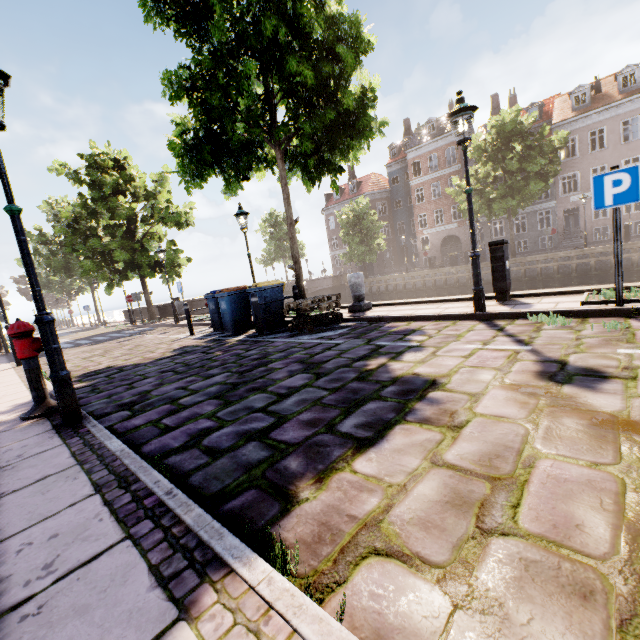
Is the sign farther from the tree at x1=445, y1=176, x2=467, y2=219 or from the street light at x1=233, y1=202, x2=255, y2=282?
the tree at x1=445, y1=176, x2=467, y2=219

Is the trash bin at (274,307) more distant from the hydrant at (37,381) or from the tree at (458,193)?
the hydrant at (37,381)

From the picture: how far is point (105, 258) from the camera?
17.3 meters

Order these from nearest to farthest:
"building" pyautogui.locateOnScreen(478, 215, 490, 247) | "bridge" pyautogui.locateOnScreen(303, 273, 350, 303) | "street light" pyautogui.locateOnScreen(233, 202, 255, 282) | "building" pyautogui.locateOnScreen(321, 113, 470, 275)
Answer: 1. "street light" pyautogui.locateOnScreen(233, 202, 255, 282)
2. "bridge" pyautogui.locateOnScreen(303, 273, 350, 303)
3. "building" pyautogui.locateOnScreen(478, 215, 490, 247)
4. "building" pyautogui.locateOnScreen(321, 113, 470, 275)

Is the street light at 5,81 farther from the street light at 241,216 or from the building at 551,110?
the building at 551,110

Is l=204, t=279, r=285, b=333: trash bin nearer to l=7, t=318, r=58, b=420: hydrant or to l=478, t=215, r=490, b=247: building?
l=7, t=318, r=58, b=420: hydrant

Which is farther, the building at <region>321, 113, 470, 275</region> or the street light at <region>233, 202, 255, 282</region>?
the building at <region>321, 113, 470, 275</region>

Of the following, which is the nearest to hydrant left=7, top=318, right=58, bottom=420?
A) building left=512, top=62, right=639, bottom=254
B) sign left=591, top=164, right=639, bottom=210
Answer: sign left=591, top=164, right=639, bottom=210
